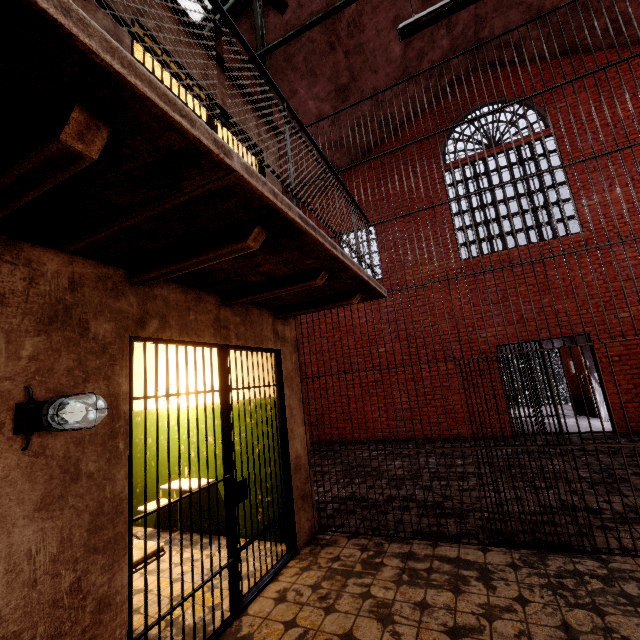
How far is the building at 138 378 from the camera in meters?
5.5 m

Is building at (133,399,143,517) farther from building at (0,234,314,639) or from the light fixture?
the light fixture

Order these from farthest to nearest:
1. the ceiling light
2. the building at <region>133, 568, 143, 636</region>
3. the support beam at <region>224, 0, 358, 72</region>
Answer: the support beam at <region>224, 0, 358, 72</region> < the ceiling light < the building at <region>133, 568, 143, 636</region>

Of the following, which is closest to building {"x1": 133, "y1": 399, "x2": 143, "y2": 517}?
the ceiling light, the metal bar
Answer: the metal bar

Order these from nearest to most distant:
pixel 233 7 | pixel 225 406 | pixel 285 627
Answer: pixel 285 627 → pixel 225 406 → pixel 233 7

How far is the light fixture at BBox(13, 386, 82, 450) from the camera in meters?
1.7 m

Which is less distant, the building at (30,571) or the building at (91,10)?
the building at (30,571)

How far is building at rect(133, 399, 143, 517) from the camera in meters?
5.1 m
